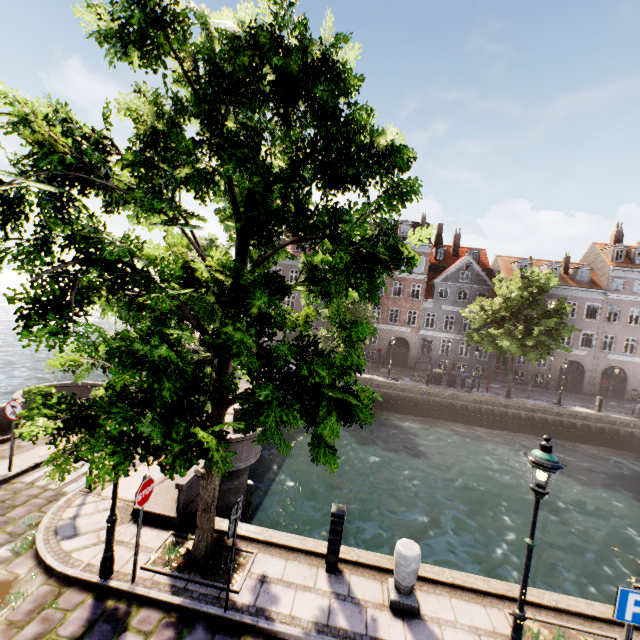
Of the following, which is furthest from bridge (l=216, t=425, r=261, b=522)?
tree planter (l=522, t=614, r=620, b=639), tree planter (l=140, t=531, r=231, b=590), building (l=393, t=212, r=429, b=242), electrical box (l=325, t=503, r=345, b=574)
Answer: building (l=393, t=212, r=429, b=242)

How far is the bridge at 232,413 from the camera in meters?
12.9

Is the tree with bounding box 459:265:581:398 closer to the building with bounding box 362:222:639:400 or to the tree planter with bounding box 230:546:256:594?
the tree planter with bounding box 230:546:256:594

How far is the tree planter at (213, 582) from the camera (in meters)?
6.00

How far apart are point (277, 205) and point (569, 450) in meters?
27.7 m

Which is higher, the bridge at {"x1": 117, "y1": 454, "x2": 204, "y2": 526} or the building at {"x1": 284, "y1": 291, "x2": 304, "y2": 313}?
the building at {"x1": 284, "y1": 291, "x2": 304, "y2": 313}

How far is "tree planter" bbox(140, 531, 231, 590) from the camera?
6.00m

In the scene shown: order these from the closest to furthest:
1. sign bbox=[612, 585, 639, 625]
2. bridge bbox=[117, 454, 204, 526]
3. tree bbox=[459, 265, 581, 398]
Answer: sign bbox=[612, 585, 639, 625] → bridge bbox=[117, 454, 204, 526] → tree bbox=[459, 265, 581, 398]
